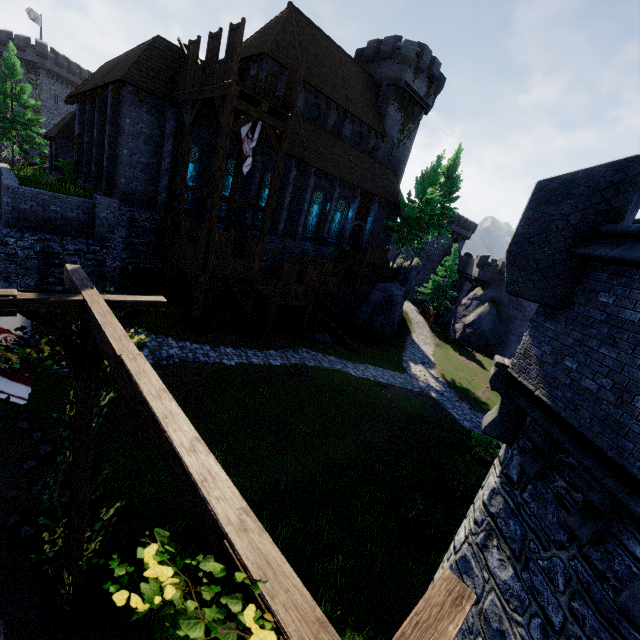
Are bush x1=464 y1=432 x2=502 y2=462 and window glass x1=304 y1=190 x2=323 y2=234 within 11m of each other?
no

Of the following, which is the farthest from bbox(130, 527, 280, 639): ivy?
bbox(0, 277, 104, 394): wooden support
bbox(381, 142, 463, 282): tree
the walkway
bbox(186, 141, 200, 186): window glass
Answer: bbox(381, 142, 463, 282): tree

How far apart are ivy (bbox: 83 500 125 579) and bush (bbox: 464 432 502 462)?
16.3m

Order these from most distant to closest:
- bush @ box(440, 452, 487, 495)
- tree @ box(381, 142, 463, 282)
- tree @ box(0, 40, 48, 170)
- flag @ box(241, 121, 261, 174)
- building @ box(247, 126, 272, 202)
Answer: tree @ box(381, 142, 463, 282)
tree @ box(0, 40, 48, 170)
building @ box(247, 126, 272, 202)
flag @ box(241, 121, 261, 174)
bush @ box(440, 452, 487, 495)

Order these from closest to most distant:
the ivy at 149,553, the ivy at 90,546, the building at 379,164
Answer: the ivy at 149,553, the ivy at 90,546, the building at 379,164

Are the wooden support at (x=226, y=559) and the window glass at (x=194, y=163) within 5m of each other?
no

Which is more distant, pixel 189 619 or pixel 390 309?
pixel 390 309

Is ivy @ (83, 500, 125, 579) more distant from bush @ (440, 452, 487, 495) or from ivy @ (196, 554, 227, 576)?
bush @ (440, 452, 487, 495)
